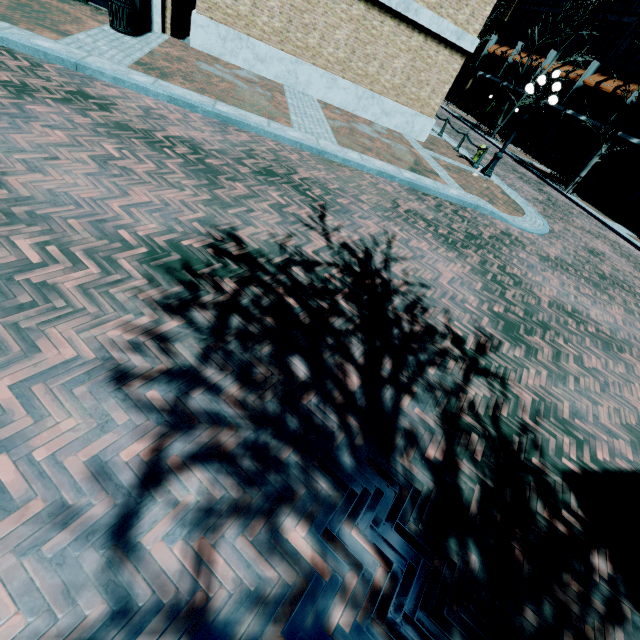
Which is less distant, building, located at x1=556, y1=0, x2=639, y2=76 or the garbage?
the garbage

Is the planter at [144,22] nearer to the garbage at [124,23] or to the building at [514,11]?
the garbage at [124,23]

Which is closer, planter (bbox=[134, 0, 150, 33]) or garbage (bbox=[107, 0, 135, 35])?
garbage (bbox=[107, 0, 135, 35])

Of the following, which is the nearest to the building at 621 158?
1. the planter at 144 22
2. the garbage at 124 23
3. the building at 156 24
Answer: the building at 156 24

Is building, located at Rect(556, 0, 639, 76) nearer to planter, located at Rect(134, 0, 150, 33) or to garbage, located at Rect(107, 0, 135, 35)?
garbage, located at Rect(107, 0, 135, 35)

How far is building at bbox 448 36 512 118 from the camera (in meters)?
32.97

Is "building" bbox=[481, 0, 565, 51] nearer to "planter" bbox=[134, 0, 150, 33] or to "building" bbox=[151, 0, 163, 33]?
"building" bbox=[151, 0, 163, 33]

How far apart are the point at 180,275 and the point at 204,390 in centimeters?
143cm
